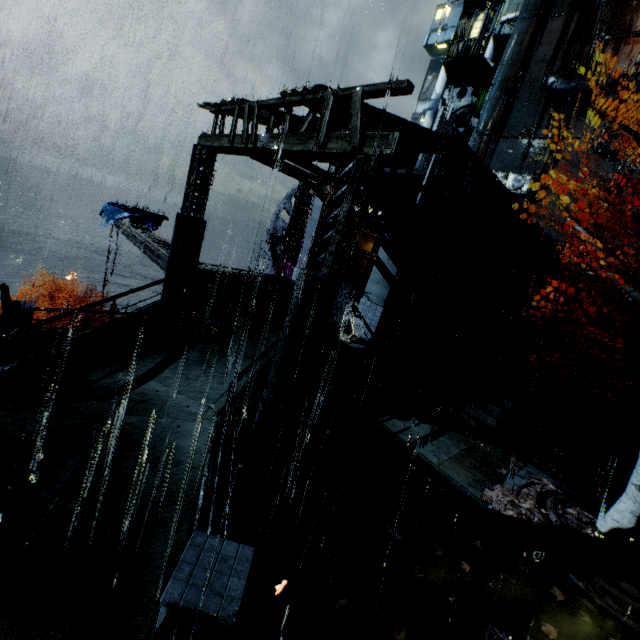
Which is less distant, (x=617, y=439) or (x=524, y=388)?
(x=524, y=388)

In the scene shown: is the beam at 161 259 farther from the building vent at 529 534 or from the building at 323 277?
the building vent at 529 534

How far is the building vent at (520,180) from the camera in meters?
27.4 m

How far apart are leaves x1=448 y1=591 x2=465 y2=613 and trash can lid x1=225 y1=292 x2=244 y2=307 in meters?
11.1

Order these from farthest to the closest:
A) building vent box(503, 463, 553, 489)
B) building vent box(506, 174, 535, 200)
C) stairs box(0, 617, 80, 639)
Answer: building vent box(506, 174, 535, 200), building vent box(503, 463, 553, 489), stairs box(0, 617, 80, 639)

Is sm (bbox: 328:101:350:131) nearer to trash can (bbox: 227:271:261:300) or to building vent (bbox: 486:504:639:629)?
trash can (bbox: 227:271:261:300)

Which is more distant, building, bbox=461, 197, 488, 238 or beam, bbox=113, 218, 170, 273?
building, bbox=461, 197, 488, 238

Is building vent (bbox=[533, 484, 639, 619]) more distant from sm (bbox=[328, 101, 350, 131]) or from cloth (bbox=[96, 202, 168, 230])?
cloth (bbox=[96, 202, 168, 230])
